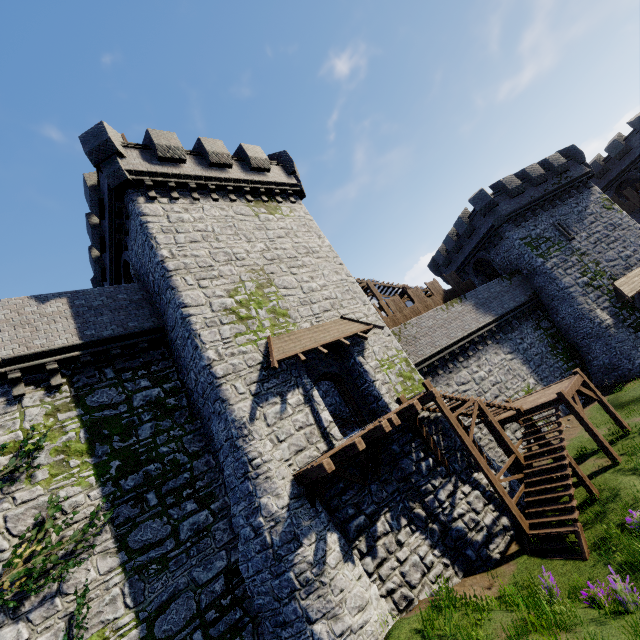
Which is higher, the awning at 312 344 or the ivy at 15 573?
the awning at 312 344

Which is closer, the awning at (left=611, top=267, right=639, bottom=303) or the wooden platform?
the wooden platform

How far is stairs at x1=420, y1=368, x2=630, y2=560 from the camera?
10.91m

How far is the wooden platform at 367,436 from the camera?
9.8m

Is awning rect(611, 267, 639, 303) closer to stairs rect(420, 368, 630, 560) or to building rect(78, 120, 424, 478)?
stairs rect(420, 368, 630, 560)

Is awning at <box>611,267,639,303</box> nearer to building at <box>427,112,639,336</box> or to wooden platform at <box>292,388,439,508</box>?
building at <box>427,112,639,336</box>

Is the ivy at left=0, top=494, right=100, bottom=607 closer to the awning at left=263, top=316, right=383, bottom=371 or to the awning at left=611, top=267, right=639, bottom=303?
the awning at left=263, top=316, right=383, bottom=371

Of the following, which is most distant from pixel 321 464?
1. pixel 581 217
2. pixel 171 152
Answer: pixel 581 217
